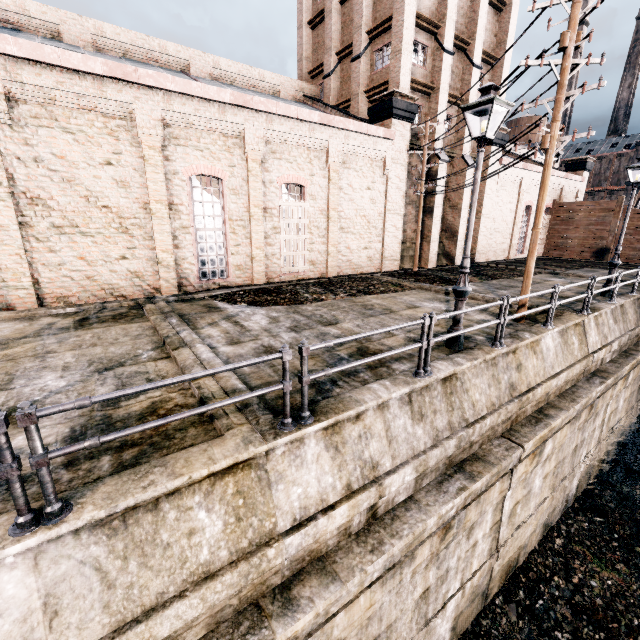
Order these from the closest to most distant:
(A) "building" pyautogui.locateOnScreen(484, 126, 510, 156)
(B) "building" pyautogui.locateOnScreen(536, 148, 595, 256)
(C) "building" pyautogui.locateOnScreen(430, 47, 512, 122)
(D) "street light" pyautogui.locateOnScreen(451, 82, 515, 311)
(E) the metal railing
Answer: (E) the metal railing → (D) "street light" pyautogui.locateOnScreen(451, 82, 515, 311) → (C) "building" pyautogui.locateOnScreen(430, 47, 512, 122) → (A) "building" pyautogui.locateOnScreen(484, 126, 510, 156) → (B) "building" pyautogui.locateOnScreen(536, 148, 595, 256)

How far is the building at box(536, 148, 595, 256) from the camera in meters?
31.9 m

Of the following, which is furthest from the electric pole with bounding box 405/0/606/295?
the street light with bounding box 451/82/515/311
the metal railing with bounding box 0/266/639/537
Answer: the street light with bounding box 451/82/515/311

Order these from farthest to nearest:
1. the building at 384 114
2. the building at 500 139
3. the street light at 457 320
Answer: the building at 500 139, the building at 384 114, the street light at 457 320

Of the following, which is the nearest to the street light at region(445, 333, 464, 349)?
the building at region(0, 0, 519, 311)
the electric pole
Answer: the electric pole

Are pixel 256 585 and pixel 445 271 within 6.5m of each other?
no

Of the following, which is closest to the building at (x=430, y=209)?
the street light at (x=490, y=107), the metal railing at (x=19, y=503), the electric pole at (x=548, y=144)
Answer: the electric pole at (x=548, y=144)

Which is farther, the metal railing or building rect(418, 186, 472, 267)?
building rect(418, 186, 472, 267)
